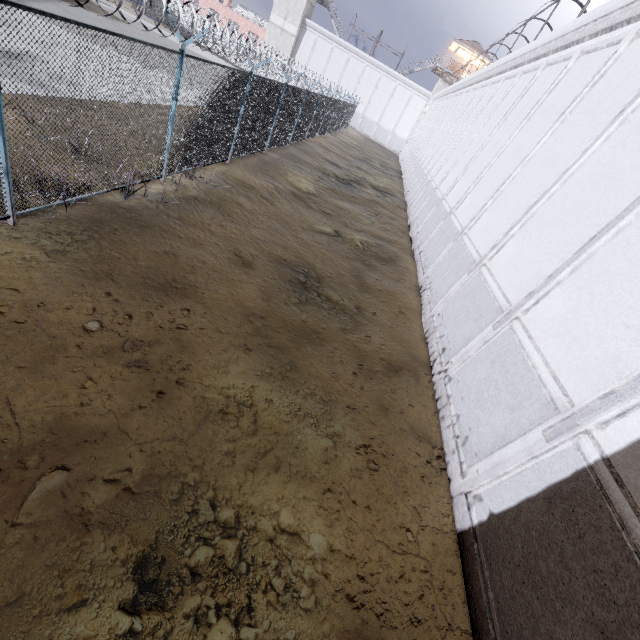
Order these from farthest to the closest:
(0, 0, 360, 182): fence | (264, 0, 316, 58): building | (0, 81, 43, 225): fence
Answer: (264, 0, 316, 58): building
(0, 0, 360, 182): fence
(0, 81, 43, 225): fence

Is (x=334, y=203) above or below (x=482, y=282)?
below

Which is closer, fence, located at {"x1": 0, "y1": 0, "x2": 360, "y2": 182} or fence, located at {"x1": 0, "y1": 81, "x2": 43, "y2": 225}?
fence, located at {"x1": 0, "y1": 81, "x2": 43, "y2": 225}

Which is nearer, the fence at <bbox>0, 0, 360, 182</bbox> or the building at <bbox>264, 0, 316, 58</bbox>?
the fence at <bbox>0, 0, 360, 182</bbox>

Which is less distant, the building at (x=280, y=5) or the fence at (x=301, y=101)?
the fence at (x=301, y=101)

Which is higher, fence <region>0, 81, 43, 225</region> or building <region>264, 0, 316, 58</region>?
building <region>264, 0, 316, 58</region>

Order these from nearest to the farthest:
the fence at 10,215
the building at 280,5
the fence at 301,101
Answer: the fence at 10,215 < the fence at 301,101 < the building at 280,5
